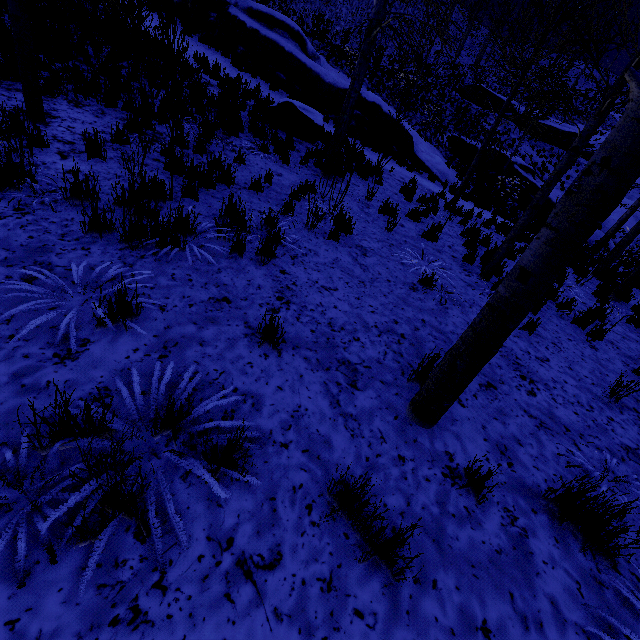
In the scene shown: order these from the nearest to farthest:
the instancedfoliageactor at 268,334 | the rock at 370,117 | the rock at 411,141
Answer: the instancedfoliageactor at 268,334 < the rock at 370,117 < the rock at 411,141

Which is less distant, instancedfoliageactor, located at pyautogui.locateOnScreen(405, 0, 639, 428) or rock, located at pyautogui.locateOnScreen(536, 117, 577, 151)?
instancedfoliageactor, located at pyautogui.locateOnScreen(405, 0, 639, 428)

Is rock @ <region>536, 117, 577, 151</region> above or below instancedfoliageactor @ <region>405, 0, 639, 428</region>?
above

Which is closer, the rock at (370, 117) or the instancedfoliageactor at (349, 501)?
the instancedfoliageactor at (349, 501)

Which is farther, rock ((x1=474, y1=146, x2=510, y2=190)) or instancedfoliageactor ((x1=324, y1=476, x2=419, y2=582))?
rock ((x1=474, y1=146, x2=510, y2=190))

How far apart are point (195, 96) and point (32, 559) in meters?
9.7 m

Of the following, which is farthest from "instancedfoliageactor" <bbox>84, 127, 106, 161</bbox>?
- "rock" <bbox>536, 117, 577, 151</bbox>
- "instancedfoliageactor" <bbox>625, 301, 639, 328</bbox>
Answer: "instancedfoliageactor" <bbox>625, 301, 639, 328</bbox>

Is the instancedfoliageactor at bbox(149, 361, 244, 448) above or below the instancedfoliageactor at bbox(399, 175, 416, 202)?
below
